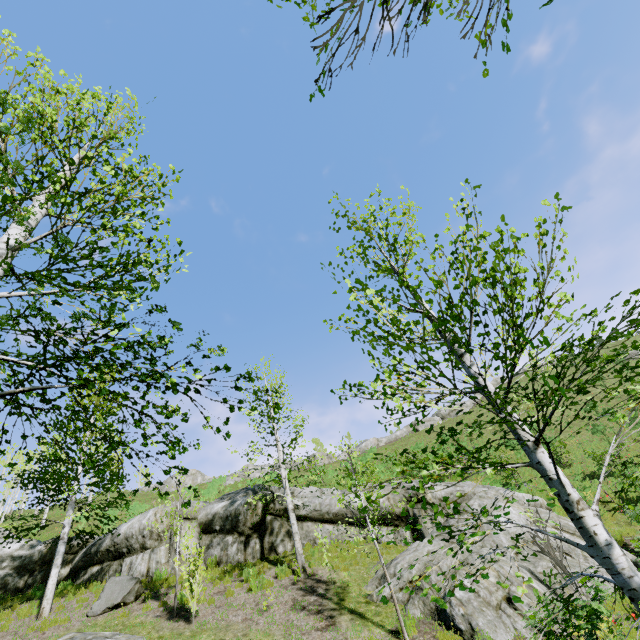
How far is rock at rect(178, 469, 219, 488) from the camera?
39.46m

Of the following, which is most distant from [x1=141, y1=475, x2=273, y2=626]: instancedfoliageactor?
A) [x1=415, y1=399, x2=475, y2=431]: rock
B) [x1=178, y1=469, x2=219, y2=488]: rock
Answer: [x1=178, y1=469, x2=219, y2=488]: rock

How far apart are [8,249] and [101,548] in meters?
16.5

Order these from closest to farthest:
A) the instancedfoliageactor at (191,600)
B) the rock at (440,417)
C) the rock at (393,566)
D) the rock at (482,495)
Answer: the rock at (393,566) < the instancedfoliageactor at (191,600) < the rock at (482,495) < the rock at (440,417)

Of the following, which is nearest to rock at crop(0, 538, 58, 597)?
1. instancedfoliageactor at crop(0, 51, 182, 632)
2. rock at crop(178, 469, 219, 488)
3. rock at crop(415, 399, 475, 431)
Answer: instancedfoliageactor at crop(0, 51, 182, 632)

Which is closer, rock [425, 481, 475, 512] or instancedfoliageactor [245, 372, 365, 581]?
instancedfoliageactor [245, 372, 365, 581]

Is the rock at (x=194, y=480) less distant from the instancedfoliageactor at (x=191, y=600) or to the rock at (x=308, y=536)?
the rock at (x=308, y=536)
